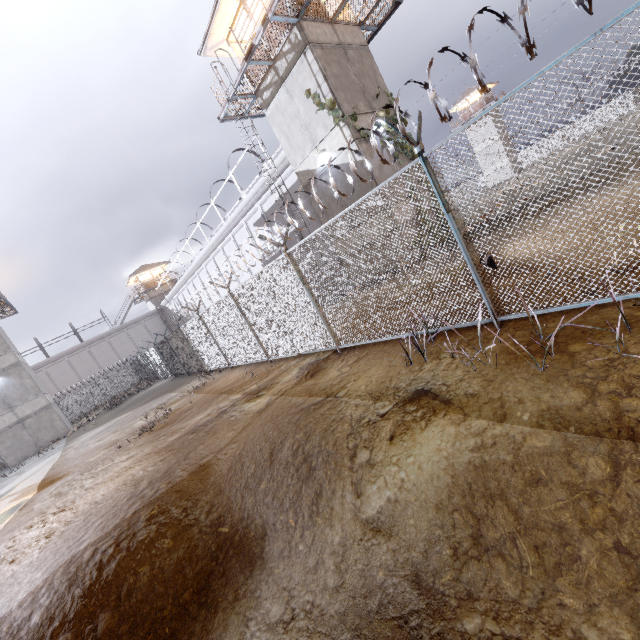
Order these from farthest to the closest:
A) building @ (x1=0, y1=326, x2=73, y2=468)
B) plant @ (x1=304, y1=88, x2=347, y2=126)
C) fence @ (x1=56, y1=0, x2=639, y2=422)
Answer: building @ (x1=0, y1=326, x2=73, y2=468)
plant @ (x1=304, y1=88, x2=347, y2=126)
fence @ (x1=56, y1=0, x2=639, y2=422)

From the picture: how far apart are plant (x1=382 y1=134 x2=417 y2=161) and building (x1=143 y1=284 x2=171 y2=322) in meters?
44.1 m

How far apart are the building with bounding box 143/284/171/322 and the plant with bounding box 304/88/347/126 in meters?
42.9 m

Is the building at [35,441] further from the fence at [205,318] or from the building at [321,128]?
the building at [321,128]

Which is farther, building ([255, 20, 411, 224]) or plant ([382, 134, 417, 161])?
plant ([382, 134, 417, 161])

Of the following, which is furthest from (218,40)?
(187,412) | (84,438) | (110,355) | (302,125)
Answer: (110,355)

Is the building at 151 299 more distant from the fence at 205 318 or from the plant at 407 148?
the plant at 407 148

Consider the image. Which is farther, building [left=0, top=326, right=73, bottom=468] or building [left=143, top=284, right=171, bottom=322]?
building [left=143, top=284, right=171, bottom=322]
